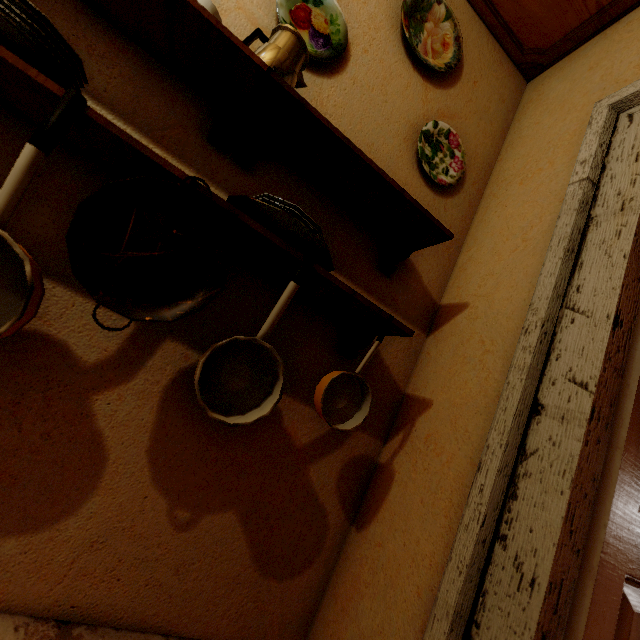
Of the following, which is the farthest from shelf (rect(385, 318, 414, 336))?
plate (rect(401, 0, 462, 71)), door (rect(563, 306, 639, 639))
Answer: plate (rect(401, 0, 462, 71))

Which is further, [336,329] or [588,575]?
[336,329]

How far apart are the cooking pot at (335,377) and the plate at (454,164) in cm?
83

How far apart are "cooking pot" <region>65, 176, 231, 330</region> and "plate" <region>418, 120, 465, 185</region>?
1.04m

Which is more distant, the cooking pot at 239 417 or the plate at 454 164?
the plate at 454 164

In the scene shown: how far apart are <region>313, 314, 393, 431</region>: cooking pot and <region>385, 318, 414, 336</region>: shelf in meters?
0.1 m

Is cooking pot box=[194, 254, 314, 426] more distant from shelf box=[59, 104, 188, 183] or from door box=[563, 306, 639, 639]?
door box=[563, 306, 639, 639]

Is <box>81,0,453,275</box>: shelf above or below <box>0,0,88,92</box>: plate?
above
